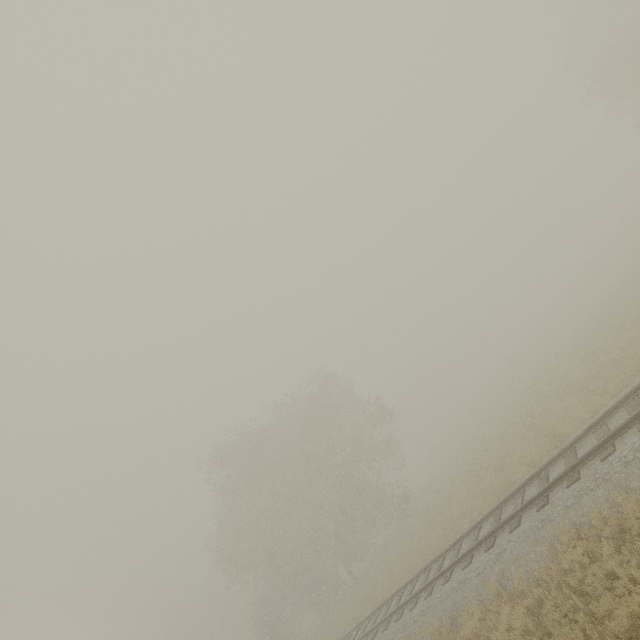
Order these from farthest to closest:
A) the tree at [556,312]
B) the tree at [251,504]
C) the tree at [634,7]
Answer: the tree at [556,312]
the tree at [251,504]
the tree at [634,7]

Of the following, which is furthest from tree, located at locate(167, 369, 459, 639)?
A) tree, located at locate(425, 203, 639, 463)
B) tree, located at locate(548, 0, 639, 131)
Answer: tree, located at locate(548, 0, 639, 131)

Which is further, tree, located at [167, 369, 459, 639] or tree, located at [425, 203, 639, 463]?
tree, located at [425, 203, 639, 463]

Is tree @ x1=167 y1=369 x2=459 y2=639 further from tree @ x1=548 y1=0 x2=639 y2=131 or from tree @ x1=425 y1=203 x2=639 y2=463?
tree @ x1=548 y1=0 x2=639 y2=131

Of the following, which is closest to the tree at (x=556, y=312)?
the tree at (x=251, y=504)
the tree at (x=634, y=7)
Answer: the tree at (x=634, y=7)

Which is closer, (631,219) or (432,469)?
(432,469)

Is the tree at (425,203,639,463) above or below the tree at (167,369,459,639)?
below
